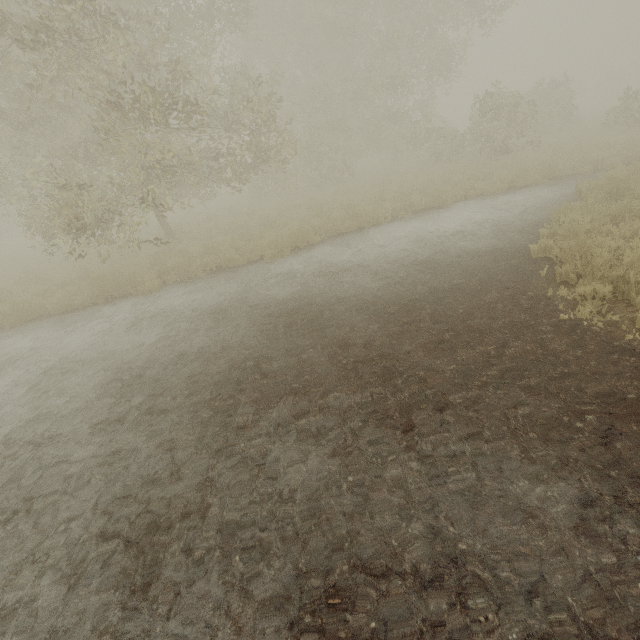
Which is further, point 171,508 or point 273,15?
point 273,15
